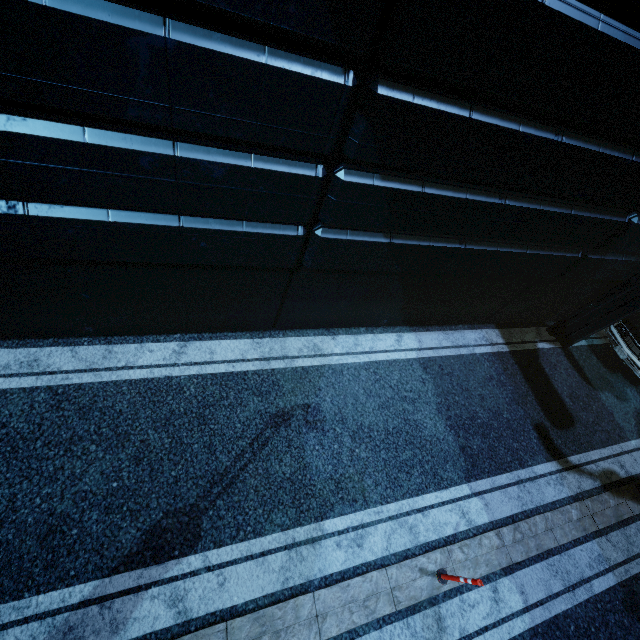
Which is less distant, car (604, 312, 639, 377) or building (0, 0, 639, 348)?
building (0, 0, 639, 348)

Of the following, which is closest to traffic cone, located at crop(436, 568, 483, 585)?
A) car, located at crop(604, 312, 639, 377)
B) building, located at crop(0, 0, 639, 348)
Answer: building, located at crop(0, 0, 639, 348)

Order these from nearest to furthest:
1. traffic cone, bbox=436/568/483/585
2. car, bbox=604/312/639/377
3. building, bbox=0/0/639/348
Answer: building, bbox=0/0/639/348
traffic cone, bbox=436/568/483/585
car, bbox=604/312/639/377

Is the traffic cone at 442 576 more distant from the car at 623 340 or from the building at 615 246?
the car at 623 340

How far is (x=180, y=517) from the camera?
4.8m

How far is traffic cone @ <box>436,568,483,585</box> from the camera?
4.68m

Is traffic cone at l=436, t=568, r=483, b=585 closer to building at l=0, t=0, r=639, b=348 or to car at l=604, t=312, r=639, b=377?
building at l=0, t=0, r=639, b=348
